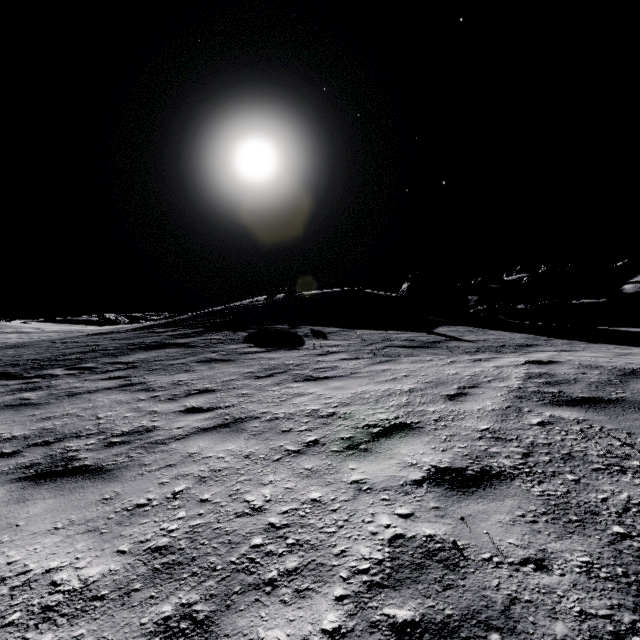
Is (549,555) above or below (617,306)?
above

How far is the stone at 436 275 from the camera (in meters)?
22.17

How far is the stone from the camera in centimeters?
2217cm
